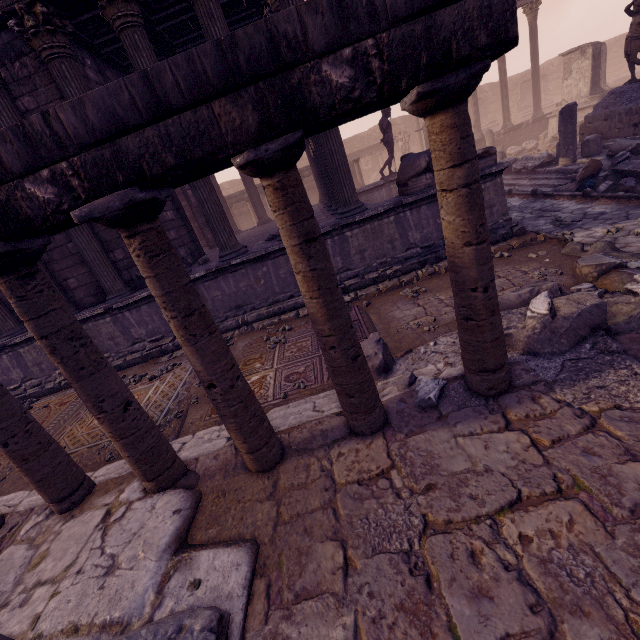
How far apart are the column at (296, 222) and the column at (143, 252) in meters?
0.6 m

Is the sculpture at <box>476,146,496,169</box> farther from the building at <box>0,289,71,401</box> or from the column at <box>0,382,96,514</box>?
the column at <box>0,382,96,514</box>

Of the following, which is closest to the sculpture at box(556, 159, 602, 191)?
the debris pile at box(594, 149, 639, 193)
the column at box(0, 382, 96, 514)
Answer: the debris pile at box(594, 149, 639, 193)

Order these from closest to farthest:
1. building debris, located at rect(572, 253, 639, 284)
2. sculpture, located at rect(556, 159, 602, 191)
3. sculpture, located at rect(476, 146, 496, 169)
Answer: building debris, located at rect(572, 253, 639, 284) < sculpture, located at rect(476, 146, 496, 169) < sculpture, located at rect(556, 159, 602, 191)

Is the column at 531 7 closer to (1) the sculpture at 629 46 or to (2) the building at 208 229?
(1) the sculpture at 629 46

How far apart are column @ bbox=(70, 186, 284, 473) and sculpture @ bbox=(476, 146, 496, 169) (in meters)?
5.49

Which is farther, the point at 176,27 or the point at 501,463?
the point at 176,27

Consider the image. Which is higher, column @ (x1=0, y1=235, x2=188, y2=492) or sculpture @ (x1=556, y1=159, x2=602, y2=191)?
column @ (x1=0, y1=235, x2=188, y2=492)
